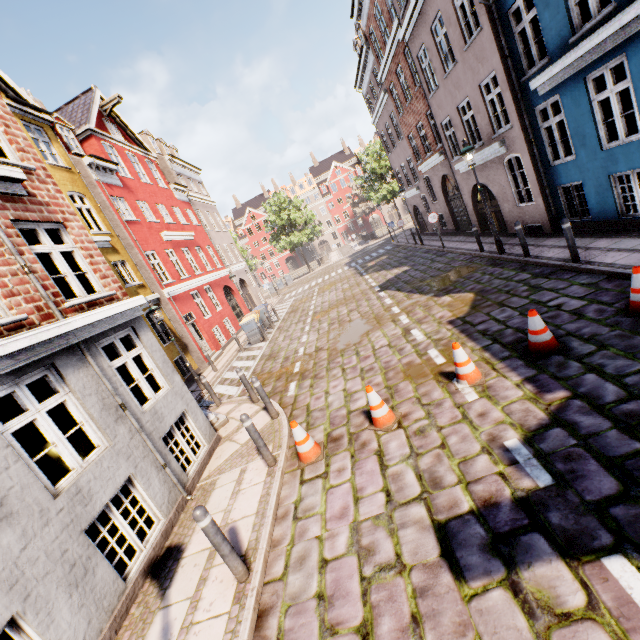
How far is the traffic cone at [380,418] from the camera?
5.49m

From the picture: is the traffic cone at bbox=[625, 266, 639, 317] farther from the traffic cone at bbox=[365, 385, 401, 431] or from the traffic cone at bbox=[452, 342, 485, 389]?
the traffic cone at bbox=[365, 385, 401, 431]

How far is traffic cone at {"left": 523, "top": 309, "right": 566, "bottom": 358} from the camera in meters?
5.3

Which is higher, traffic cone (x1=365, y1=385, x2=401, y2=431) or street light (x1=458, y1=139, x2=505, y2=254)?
street light (x1=458, y1=139, x2=505, y2=254)

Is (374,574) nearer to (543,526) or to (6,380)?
(543,526)

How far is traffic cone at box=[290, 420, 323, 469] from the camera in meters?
5.6 m

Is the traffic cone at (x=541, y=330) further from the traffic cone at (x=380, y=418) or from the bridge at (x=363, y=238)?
the bridge at (x=363, y=238)

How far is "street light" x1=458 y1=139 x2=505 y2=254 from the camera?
10.3m
